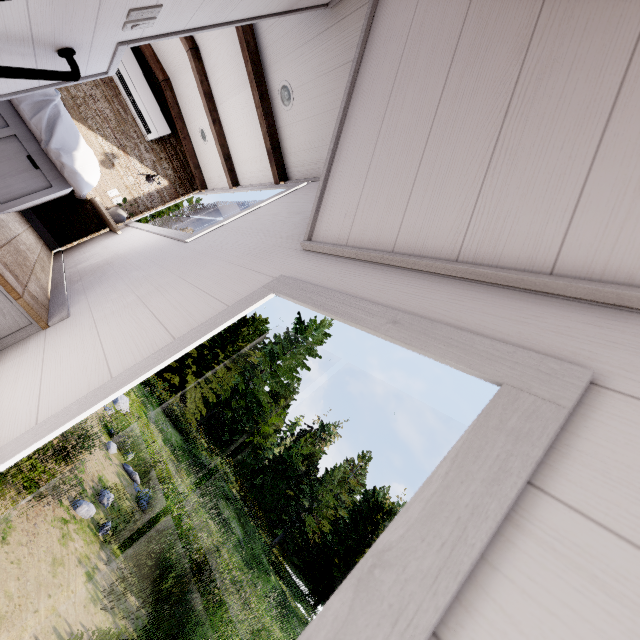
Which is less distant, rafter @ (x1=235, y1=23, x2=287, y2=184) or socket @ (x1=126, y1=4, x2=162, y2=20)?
socket @ (x1=126, y1=4, x2=162, y2=20)

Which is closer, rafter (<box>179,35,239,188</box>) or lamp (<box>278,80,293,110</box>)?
lamp (<box>278,80,293,110</box>)

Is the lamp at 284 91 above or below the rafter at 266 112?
above

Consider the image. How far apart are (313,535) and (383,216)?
66.8 meters

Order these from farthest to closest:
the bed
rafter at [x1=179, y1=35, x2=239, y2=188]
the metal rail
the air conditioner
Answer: the air conditioner → rafter at [x1=179, y1=35, x2=239, y2=188] → the bed → the metal rail

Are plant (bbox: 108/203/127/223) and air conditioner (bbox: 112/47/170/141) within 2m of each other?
yes

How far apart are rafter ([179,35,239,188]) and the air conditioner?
1.13m

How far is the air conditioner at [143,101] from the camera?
4.01m
